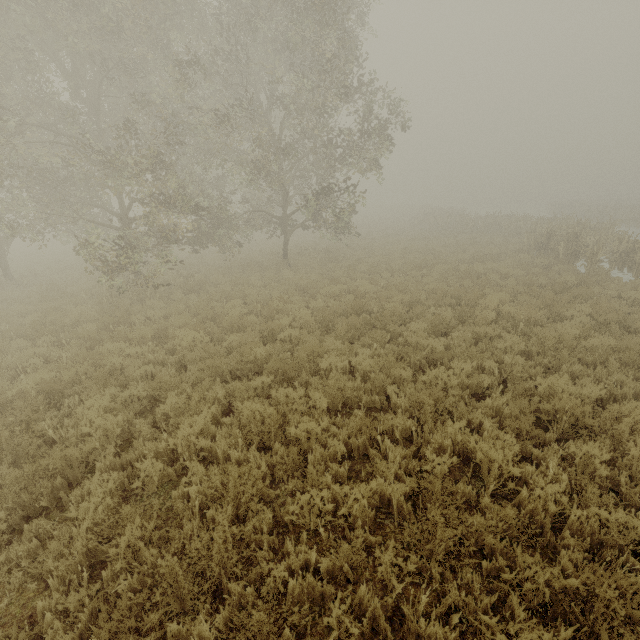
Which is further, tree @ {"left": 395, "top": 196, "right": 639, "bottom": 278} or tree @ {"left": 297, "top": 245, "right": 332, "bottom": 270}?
tree @ {"left": 297, "top": 245, "right": 332, "bottom": 270}

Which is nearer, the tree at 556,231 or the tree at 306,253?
the tree at 556,231

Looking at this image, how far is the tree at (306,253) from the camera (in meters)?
17.02

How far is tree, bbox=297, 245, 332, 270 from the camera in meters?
17.0

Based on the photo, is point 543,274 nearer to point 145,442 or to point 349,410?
point 349,410

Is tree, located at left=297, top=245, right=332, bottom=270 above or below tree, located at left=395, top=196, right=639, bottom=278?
below
